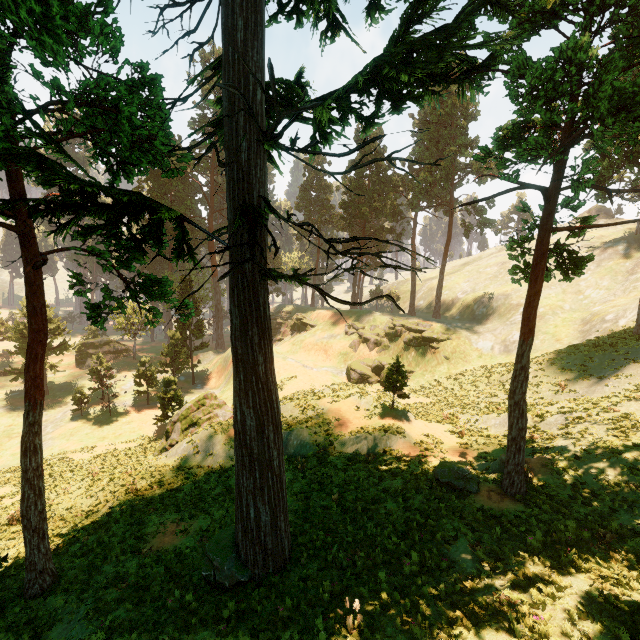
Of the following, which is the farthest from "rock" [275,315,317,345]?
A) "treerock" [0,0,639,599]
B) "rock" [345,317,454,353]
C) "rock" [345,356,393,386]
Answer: "rock" [345,356,393,386]

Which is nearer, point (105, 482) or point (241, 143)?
point (241, 143)

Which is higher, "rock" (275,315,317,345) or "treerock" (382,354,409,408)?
"treerock" (382,354,409,408)

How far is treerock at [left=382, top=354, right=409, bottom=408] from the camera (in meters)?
20.72

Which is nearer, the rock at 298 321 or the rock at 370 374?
the rock at 370 374

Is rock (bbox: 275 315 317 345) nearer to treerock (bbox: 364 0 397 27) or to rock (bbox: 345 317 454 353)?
treerock (bbox: 364 0 397 27)

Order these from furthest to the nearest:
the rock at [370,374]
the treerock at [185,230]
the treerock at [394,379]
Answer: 1. the rock at [370,374]
2. the treerock at [394,379]
3. the treerock at [185,230]
